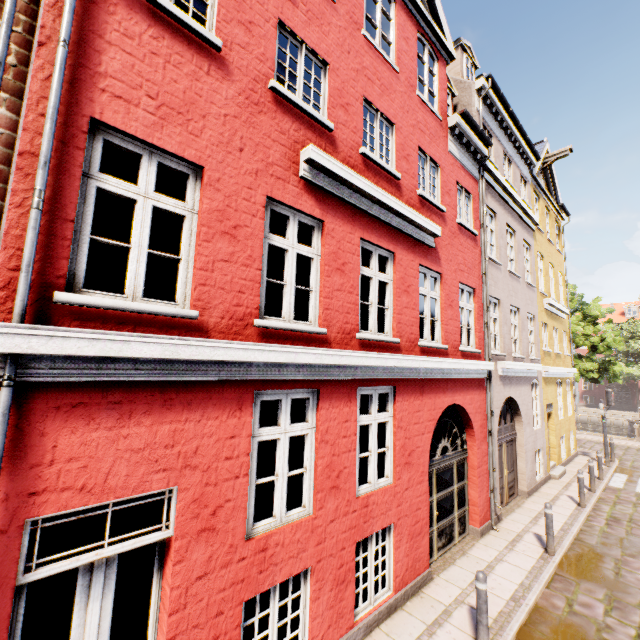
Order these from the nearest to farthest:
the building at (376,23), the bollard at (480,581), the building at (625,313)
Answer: the building at (376,23), the bollard at (480,581), the building at (625,313)

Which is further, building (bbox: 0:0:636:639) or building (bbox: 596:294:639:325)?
building (bbox: 596:294:639:325)

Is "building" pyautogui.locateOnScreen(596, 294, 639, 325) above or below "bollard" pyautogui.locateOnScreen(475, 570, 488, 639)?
above

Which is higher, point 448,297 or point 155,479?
point 448,297

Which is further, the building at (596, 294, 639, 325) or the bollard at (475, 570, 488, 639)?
the building at (596, 294, 639, 325)

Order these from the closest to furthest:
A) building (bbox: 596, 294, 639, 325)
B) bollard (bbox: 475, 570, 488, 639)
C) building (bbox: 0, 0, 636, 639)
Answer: building (bbox: 0, 0, 636, 639)
bollard (bbox: 475, 570, 488, 639)
building (bbox: 596, 294, 639, 325)

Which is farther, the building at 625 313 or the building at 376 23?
the building at 625 313
